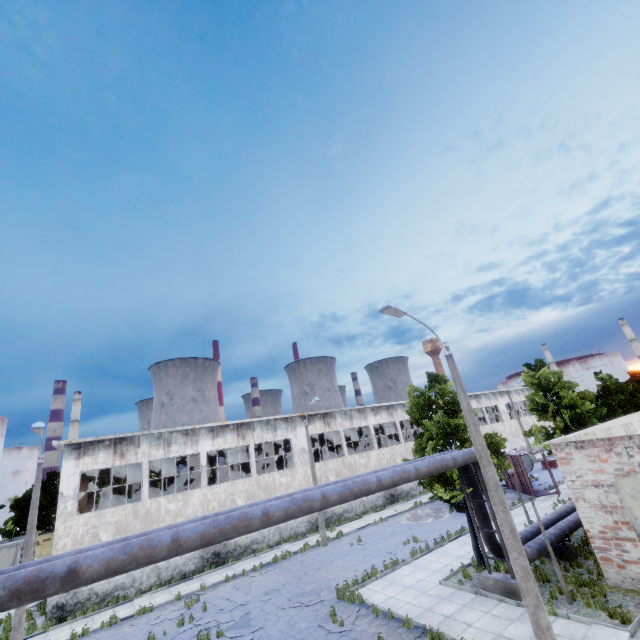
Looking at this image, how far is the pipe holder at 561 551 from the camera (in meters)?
14.30

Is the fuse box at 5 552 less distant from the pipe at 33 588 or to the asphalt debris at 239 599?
the asphalt debris at 239 599

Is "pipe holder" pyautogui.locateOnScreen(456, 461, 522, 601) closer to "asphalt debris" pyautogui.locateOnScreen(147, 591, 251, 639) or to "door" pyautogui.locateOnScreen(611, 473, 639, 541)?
"door" pyautogui.locateOnScreen(611, 473, 639, 541)

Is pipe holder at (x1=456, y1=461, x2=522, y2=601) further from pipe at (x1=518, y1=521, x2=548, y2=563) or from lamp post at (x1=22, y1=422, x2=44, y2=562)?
lamp post at (x1=22, y1=422, x2=44, y2=562)

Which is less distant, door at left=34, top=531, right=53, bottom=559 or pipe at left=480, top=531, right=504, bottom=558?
pipe at left=480, top=531, right=504, bottom=558

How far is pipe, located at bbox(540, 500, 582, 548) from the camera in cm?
1421

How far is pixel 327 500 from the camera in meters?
9.5 m

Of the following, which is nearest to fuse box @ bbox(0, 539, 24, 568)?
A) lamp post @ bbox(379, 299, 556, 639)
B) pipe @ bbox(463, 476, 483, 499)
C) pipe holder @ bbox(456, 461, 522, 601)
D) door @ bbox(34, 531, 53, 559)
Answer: door @ bbox(34, 531, 53, 559)
